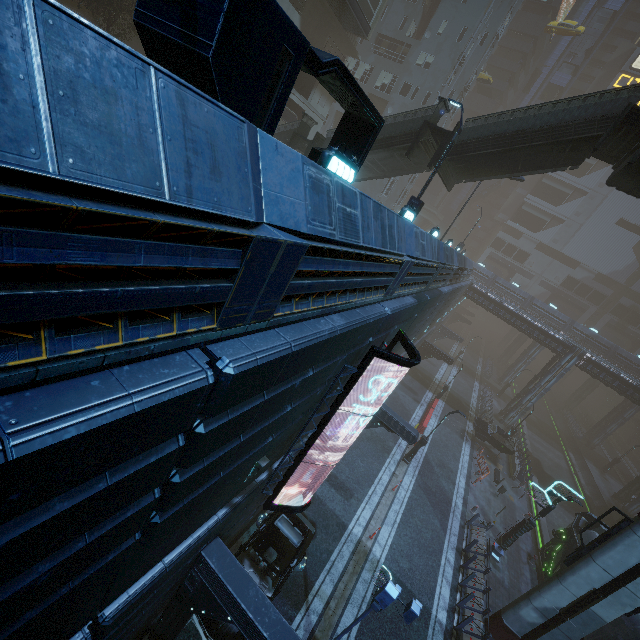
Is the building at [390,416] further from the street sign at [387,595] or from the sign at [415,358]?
the street sign at [387,595]

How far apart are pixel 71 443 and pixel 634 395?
45.3 meters

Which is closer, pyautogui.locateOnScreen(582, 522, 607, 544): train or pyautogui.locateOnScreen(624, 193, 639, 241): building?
pyautogui.locateOnScreen(582, 522, 607, 544): train

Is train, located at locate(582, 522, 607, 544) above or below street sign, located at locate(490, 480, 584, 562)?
above

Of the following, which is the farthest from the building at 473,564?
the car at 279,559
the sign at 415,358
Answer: the car at 279,559

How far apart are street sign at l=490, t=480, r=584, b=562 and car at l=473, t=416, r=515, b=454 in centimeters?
1086cm

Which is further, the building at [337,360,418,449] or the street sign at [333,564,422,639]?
the building at [337,360,418,449]

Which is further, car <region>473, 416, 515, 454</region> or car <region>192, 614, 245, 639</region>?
car <region>473, 416, 515, 454</region>
